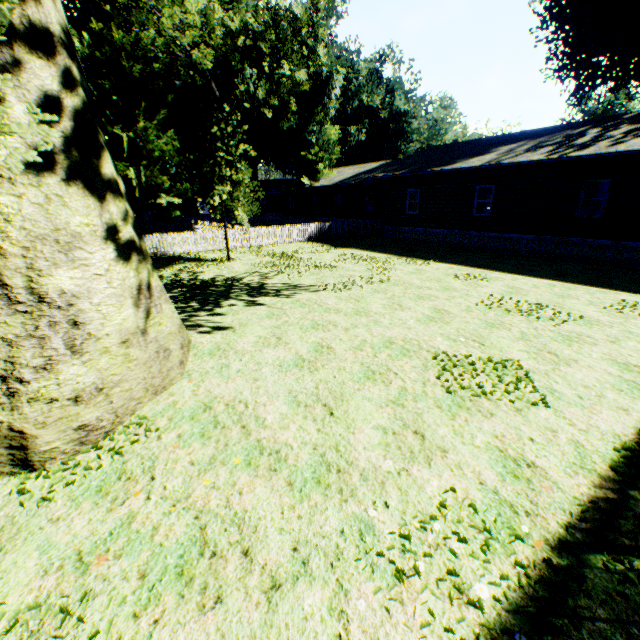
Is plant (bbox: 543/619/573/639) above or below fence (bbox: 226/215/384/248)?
below

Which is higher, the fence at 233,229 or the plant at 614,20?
the plant at 614,20

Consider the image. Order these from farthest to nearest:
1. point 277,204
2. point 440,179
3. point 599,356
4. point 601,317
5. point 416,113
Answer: point 277,204, point 416,113, point 440,179, point 601,317, point 599,356

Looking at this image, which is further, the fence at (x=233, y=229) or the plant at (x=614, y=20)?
the fence at (x=233, y=229)

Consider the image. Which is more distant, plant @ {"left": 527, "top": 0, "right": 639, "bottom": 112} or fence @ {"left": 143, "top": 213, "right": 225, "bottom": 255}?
fence @ {"left": 143, "top": 213, "right": 225, "bottom": 255}

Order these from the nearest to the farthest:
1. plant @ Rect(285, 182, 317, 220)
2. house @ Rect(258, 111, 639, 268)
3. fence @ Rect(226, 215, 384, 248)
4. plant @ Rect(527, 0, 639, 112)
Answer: house @ Rect(258, 111, 639, 268) < plant @ Rect(527, 0, 639, 112) < fence @ Rect(226, 215, 384, 248) < plant @ Rect(285, 182, 317, 220)

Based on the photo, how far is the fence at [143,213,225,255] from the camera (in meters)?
19.14
